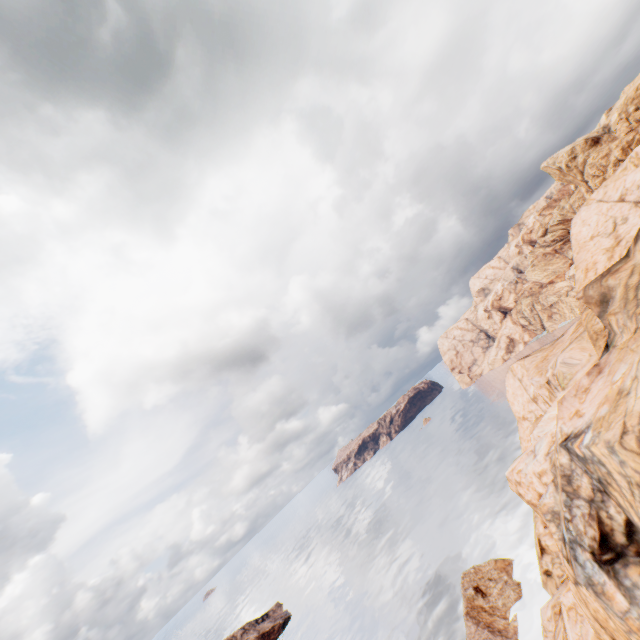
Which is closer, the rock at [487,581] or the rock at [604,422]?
the rock at [604,422]

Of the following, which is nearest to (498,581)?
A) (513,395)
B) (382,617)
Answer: (513,395)

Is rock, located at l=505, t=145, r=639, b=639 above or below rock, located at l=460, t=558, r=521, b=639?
above

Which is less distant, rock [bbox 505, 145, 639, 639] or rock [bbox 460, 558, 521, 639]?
rock [bbox 505, 145, 639, 639]

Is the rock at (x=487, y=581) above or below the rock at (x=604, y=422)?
below
